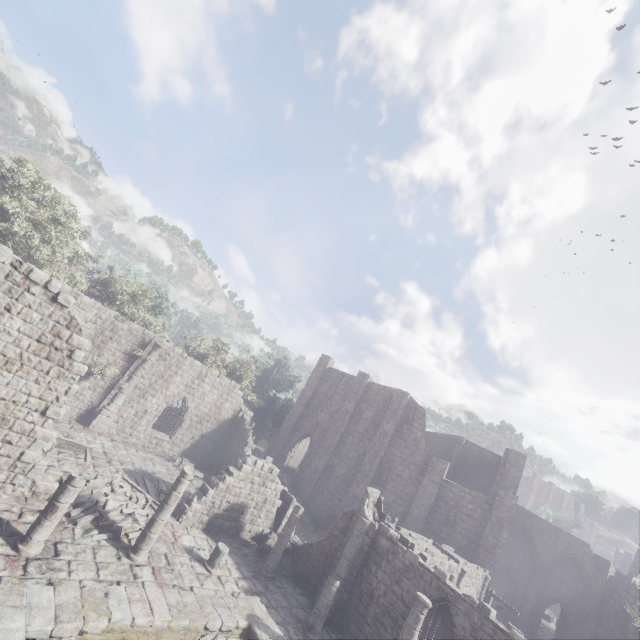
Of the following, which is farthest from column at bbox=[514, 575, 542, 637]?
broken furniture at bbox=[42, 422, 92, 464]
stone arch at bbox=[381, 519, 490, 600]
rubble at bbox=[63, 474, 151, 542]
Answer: broken furniture at bbox=[42, 422, 92, 464]

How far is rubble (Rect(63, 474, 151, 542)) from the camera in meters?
11.6 m

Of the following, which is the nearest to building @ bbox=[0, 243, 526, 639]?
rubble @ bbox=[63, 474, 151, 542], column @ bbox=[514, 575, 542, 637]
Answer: rubble @ bbox=[63, 474, 151, 542]

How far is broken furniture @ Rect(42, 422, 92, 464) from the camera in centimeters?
1555cm

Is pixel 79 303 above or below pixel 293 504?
above

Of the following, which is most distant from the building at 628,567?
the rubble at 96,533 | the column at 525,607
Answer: the column at 525,607

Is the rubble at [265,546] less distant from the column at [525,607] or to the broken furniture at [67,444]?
the broken furniture at [67,444]

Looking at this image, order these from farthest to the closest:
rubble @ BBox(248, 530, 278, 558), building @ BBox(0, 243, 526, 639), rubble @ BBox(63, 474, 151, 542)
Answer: rubble @ BBox(248, 530, 278, 558) < rubble @ BBox(63, 474, 151, 542) < building @ BBox(0, 243, 526, 639)
